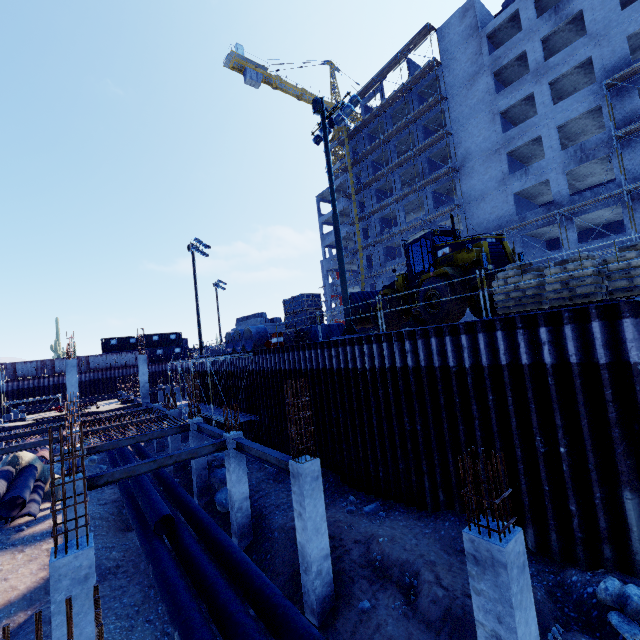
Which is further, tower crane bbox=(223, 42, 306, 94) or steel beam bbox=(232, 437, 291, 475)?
tower crane bbox=(223, 42, 306, 94)

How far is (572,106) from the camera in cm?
2597

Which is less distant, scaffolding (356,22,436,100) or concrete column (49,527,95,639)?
concrete column (49,527,95,639)

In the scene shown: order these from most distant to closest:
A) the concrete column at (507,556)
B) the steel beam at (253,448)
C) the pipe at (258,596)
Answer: the steel beam at (253,448)
the pipe at (258,596)
the concrete column at (507,556)

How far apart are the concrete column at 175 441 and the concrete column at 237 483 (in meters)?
9.33

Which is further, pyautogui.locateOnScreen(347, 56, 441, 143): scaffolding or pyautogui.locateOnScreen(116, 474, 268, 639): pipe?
pyautogui.locateOnScreen(347, 56, 441, 143): scaffolding

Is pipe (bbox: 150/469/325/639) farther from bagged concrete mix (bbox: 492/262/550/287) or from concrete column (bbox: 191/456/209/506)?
bagged concrete mix (bbox: 492/262/550/287)

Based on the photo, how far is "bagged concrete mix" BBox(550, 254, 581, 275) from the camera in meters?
8.0
